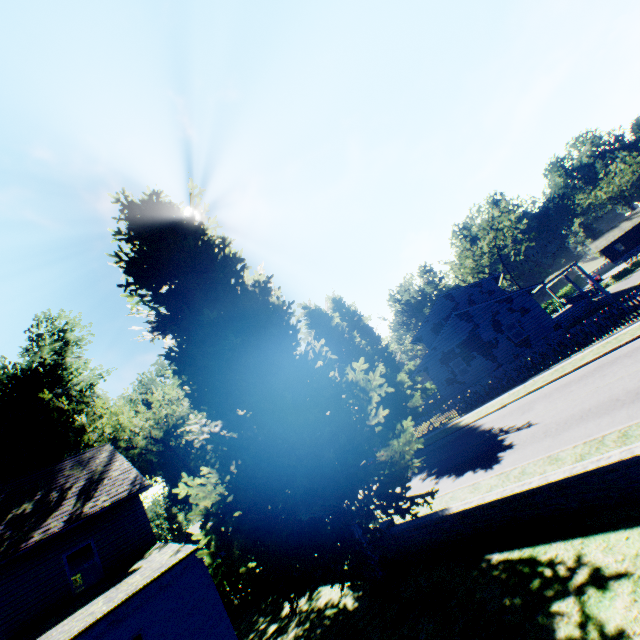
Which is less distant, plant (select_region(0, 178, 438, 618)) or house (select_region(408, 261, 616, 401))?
plant (select_region(0, 178, 438, 618))

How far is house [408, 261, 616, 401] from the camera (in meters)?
24.88

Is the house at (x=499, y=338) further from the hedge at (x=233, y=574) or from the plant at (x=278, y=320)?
the hedge at (x=233, y=574)

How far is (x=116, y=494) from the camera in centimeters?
1475cm

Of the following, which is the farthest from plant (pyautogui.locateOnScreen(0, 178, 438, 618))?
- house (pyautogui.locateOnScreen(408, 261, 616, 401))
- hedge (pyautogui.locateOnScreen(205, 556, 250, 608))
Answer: hedge (pyautogui.locateOnScreen(205, 556, 250, 608))

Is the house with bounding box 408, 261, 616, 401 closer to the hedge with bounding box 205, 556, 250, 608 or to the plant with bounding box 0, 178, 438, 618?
the plant with bounding box 0, 178, 438, 618

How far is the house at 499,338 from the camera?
24.88m

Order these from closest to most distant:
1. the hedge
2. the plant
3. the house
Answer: the plant, the hedge, the house
